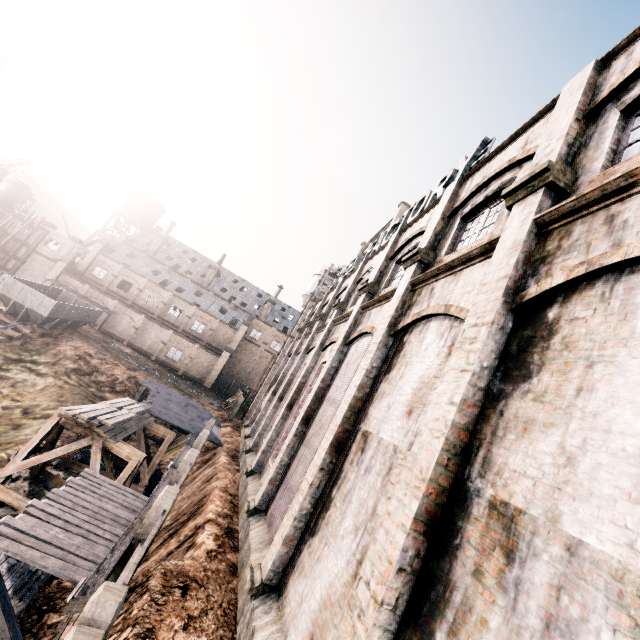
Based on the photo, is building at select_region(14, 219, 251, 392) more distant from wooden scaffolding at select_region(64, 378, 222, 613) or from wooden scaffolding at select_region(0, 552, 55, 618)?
wooden scaffolding at select_region(0, 552, 55, 618)

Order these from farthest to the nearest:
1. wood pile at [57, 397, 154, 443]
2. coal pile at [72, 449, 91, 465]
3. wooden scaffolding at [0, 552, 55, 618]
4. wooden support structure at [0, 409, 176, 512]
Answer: coal pile at [72, 449, 91, 465] → wood pile at [57, 397, 154, 443] → wooden support structure at [0, 409, 176, 512] → wooden scaffolding at [0, 552, 55, 618]

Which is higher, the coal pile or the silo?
the silo

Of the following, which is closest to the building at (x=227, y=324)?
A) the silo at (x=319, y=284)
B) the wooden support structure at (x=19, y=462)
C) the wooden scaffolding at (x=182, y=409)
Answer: the silo at (x=319, y=284)

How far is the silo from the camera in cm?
4050

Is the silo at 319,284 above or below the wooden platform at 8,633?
above

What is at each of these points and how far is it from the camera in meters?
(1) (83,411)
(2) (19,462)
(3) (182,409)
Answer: (1) wood pile, 15.3 m
(2) wooden support structure, 14.6 m
(3) wooden scaffolding, 29.4 m

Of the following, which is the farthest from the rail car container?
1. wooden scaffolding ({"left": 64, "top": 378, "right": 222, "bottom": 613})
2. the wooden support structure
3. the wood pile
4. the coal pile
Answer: the wooden support structure
